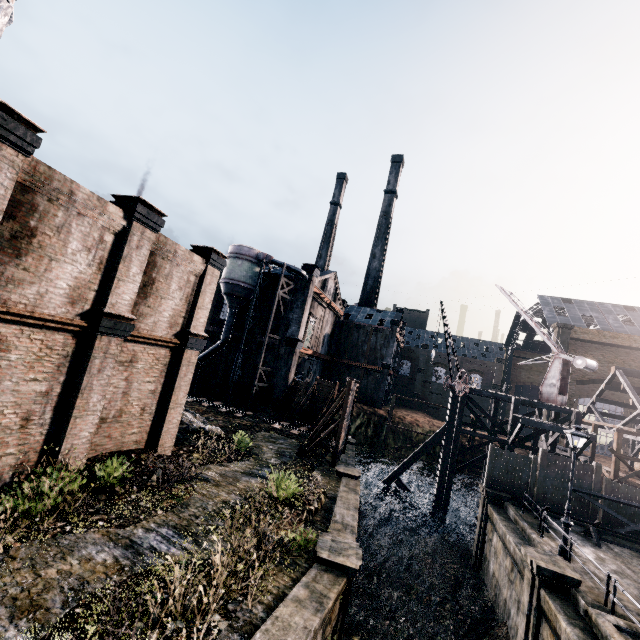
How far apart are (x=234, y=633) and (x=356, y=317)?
47.7m

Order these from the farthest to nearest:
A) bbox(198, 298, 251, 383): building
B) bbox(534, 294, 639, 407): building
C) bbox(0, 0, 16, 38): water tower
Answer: bbox(534, 294, 639, 407): building
bbox(198, 298, 251, 383): building
bbox(0, 0, 16, 38): water tower

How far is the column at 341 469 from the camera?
19.27m

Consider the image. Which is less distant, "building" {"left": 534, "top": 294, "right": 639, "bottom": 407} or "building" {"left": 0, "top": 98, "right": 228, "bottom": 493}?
"building" {"left": 0, "top": 98, "right": 228, "bottom": 493}

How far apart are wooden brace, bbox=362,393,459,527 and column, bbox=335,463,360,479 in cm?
981

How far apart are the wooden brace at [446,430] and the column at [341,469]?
9.81m

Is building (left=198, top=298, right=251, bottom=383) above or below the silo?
below

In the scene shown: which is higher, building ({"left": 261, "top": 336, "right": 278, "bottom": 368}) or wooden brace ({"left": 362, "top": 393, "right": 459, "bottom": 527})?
building ({"left": 261, "top": 336, "right": 278, "bottom": 368})
